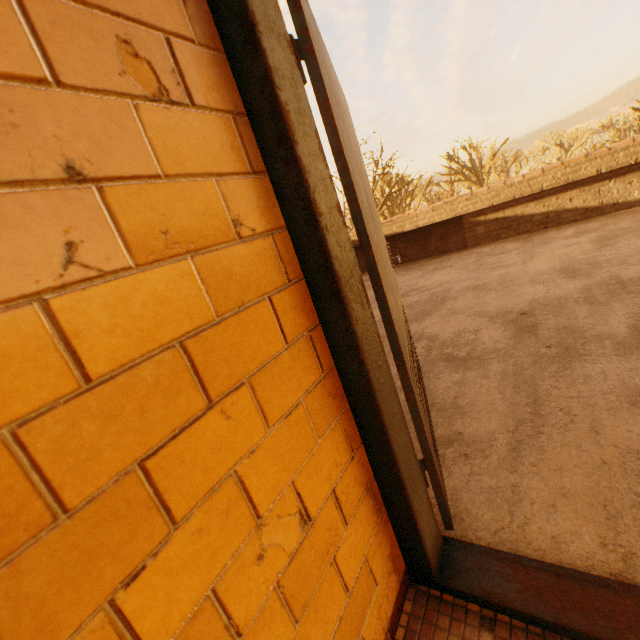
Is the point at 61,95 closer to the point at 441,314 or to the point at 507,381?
the point at 507,381

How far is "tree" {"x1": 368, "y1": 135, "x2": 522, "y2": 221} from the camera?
19.7 meters

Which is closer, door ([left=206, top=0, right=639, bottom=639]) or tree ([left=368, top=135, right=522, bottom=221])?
door ([left=206, top=0, right=639, bottom=639])

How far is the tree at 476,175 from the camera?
19.72m

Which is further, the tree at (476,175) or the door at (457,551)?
the tree at (476,175)
